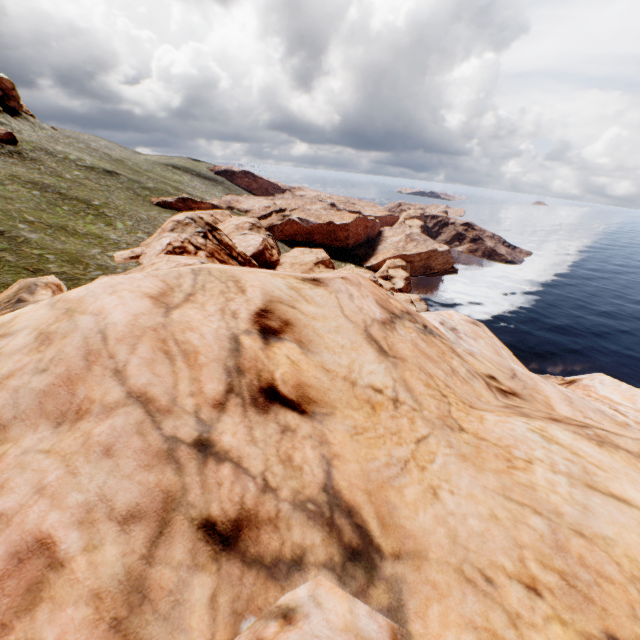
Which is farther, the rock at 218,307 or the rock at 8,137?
the rock at 8,137

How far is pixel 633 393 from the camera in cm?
1490

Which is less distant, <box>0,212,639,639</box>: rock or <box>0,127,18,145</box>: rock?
<box>0,212,639,639</box>: rock
